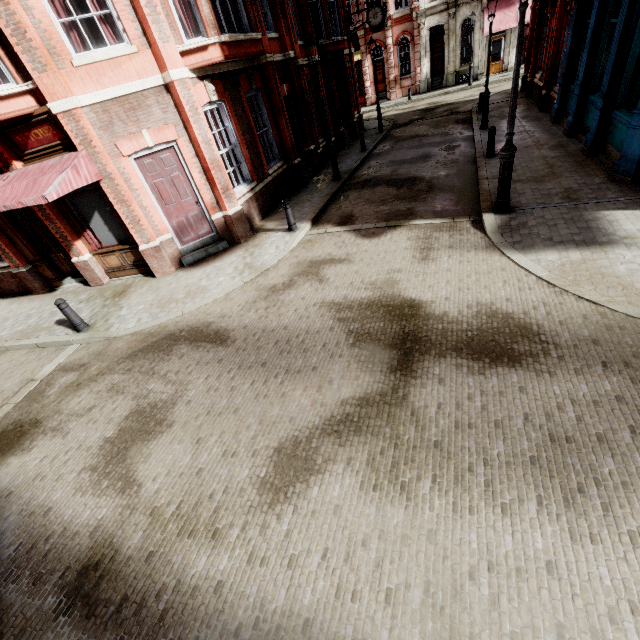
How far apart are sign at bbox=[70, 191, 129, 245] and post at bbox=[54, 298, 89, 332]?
2.6m

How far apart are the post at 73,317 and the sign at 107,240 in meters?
2.6

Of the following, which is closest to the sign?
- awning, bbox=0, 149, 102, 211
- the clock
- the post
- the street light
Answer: awning, bbox=0, 149, 102, 211

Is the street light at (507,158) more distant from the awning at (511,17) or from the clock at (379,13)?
the awning at (511,17)

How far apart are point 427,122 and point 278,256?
17.4 meters

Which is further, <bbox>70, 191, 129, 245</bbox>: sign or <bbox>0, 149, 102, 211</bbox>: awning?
<bbox>70, 191, 129, 245</bbox>: sign

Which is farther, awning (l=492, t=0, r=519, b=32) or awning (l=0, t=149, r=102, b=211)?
awning (l=492, t=0, r=519, b=32)

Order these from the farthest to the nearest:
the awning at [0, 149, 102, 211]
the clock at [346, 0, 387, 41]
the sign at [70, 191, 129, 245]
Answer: the clock at [346, 0, 387, 41]
the sign at [70, 191, 129, 245]
the awning at [0, 149, 102, 211]
